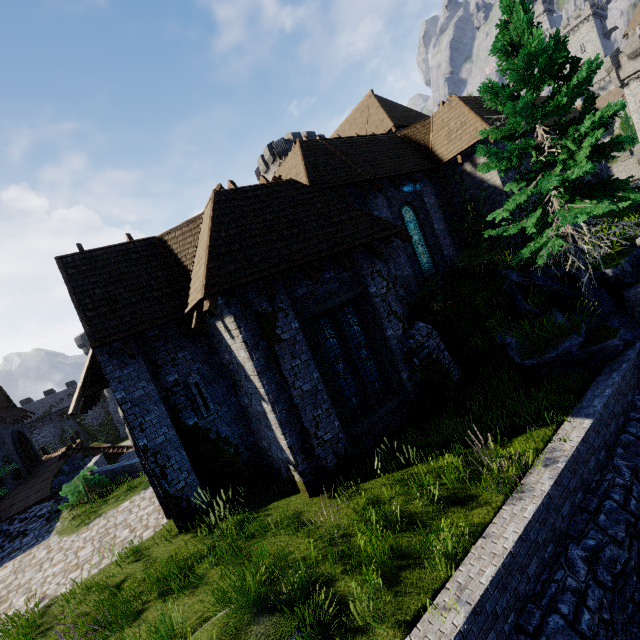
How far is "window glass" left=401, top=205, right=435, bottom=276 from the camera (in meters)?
16.36

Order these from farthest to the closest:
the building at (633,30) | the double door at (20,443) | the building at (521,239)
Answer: the building at (633,30) → the double door at (20,443) → the building at (521,239)

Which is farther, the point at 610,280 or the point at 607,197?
the point at 610,280

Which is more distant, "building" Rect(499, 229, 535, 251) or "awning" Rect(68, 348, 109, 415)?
"building" Rect(499, 229, 535, 251)

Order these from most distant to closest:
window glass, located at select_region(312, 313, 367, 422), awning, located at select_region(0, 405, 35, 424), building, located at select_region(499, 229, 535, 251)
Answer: awning, located at select_region(0, 405, 35, 424)
building, located at select_region(499, 229, 535, 251)
window glass, located at select_region(312, 313, 367, 422)

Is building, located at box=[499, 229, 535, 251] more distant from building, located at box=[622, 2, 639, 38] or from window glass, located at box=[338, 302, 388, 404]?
building, located at box=[622, 2, 639, 38]

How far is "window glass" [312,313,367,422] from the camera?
9.5m

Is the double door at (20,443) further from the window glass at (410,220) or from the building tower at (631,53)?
the building tower at (631,53)
